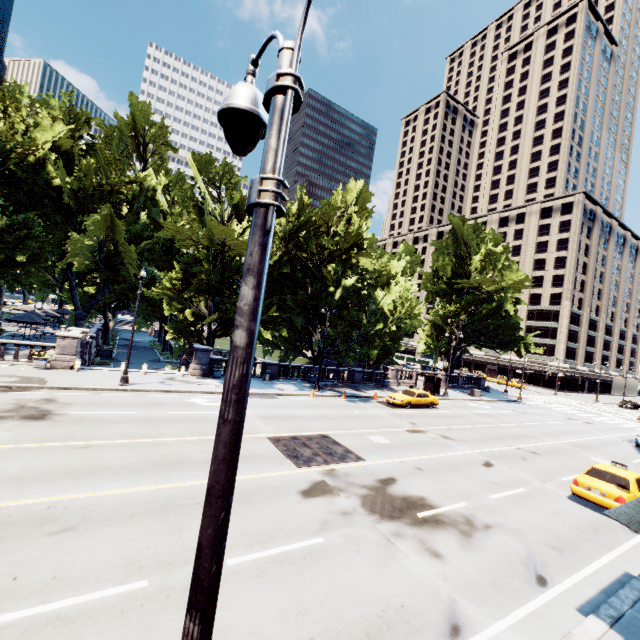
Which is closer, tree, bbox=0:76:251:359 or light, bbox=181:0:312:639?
light, bbox=181:0:312:639

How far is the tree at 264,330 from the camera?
26.8m

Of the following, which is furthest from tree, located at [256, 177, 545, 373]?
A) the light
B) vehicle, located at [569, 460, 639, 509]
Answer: the light

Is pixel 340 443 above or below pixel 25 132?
below

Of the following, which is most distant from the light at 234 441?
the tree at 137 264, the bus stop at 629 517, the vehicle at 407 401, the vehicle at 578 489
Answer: the vehicle at 407 401

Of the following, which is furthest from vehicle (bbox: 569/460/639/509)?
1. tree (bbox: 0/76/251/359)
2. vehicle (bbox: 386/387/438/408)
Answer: tree (bbox: 0/76/251/359)

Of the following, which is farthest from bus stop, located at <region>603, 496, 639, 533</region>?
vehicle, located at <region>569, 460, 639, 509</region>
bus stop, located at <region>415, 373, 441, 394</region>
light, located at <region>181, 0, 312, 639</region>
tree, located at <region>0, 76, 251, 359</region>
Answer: bus stop, located at <region>415, 373, 441, 394</region>

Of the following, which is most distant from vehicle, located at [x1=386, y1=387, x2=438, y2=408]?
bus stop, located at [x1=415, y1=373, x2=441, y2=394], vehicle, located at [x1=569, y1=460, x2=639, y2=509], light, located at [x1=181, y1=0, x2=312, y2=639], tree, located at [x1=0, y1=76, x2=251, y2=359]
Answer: light, located at [x1=181, y1=0, x2=312, y2=639]
